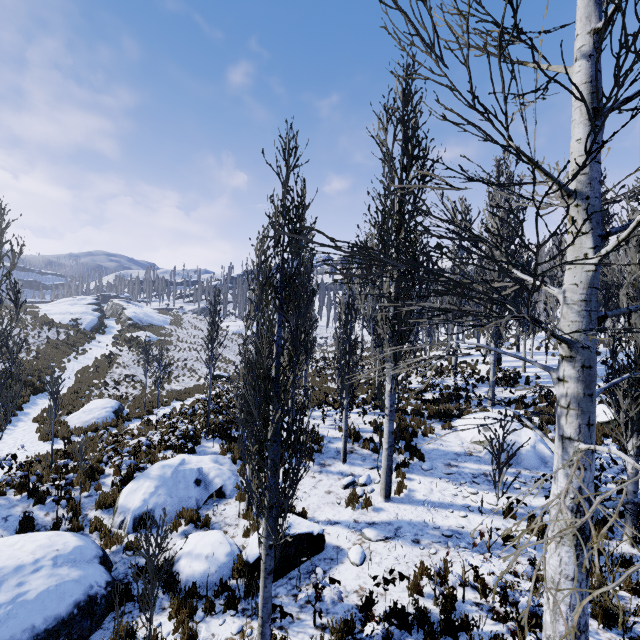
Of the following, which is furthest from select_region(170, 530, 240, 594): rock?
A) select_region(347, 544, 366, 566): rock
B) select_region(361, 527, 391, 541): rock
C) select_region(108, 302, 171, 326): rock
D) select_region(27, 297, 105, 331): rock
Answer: select_region(27, 297, 105, 331): rock

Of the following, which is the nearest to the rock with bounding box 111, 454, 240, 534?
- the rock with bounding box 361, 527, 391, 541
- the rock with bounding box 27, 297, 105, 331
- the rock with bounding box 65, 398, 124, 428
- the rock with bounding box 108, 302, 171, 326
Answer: the rock with bounding box 361, 527, 391, 541

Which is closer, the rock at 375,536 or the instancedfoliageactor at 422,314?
the instancedfoliageactor at 422,314

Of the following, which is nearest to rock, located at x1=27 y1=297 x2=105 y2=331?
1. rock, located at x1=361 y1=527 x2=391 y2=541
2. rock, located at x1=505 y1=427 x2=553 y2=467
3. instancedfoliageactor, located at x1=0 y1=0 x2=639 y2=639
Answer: instancedfoliageactor, located at x1=0 y1=0 x2=639 y2=639

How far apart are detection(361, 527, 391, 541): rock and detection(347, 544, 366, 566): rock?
0.38m

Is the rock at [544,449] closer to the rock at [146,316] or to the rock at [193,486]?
the rock at [193,486]

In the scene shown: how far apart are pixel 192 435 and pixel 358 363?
7.5 meters

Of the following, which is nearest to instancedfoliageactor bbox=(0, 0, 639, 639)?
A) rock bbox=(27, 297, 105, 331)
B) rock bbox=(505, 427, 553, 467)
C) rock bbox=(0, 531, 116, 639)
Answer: rock bbox=(505, 427, 553, 467)
